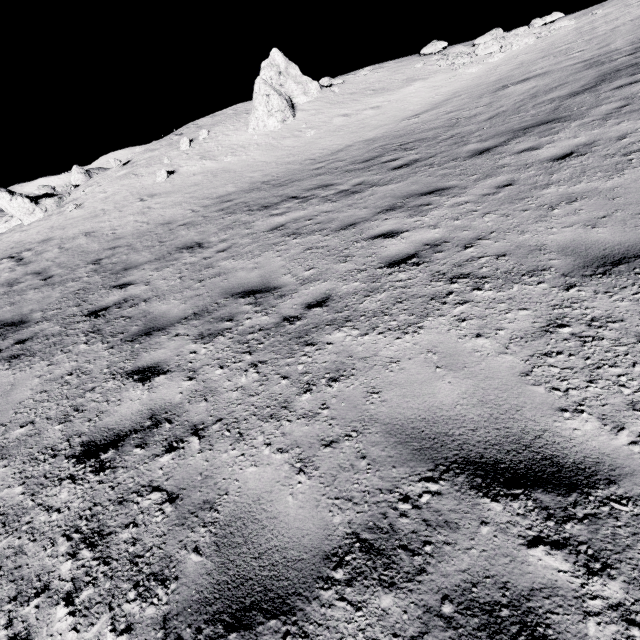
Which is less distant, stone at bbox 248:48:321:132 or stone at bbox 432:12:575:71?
stone at bbox 432:12:575:71

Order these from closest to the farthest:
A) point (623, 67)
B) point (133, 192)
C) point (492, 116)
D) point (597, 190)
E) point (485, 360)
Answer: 1. point (485, 360)
2. point (597, 190)
3. point (623, 67)
4. point (492, 116)
5. point (133, 192)

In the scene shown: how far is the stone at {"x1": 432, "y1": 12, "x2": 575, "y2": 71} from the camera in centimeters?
1655cm

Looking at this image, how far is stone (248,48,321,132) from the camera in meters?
17.9 m

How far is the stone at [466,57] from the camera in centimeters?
1655cm

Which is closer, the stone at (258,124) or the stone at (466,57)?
the stone at (466,57)
